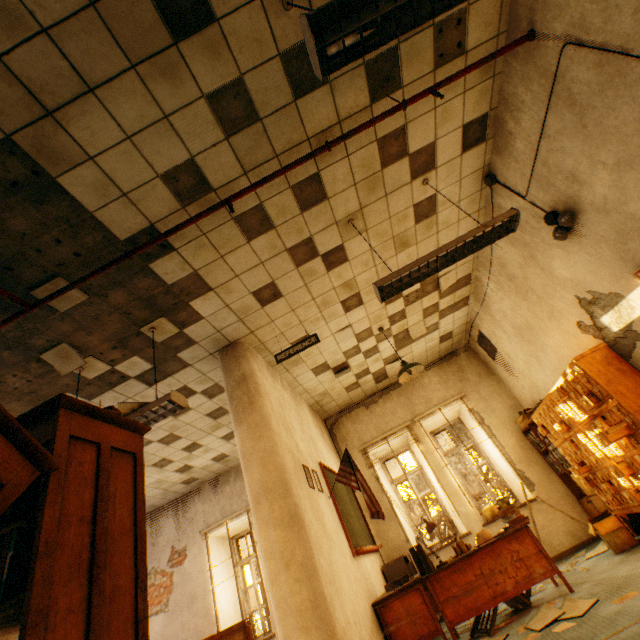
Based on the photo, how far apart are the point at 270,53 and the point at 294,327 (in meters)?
3.24

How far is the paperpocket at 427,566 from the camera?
4.0m

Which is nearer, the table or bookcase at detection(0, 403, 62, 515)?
bookcase at detection(0, 403, 62, 515)

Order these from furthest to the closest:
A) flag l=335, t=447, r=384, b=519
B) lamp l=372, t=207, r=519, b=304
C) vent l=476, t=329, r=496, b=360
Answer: vent l=476, t=329, r=496, b=360, flag l=335, t=447, r=384, b=519, lamp l=372, t=207, r=519, b=304

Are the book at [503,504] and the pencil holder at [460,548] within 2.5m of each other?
yes

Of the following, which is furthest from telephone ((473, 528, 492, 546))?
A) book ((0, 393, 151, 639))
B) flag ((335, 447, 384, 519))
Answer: book ((0, 393, 151, 639))

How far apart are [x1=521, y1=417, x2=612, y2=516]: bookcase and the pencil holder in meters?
2.4 m

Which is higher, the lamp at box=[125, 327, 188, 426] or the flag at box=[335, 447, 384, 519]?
the lamp at box=[125, 327, 188, 426]
